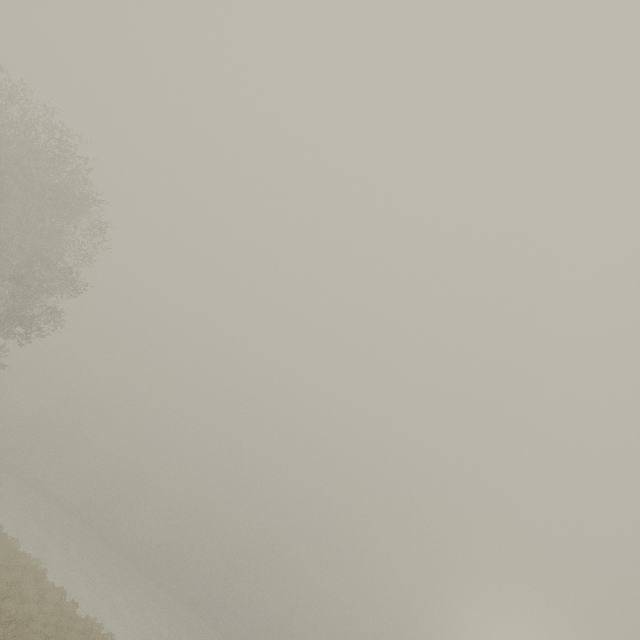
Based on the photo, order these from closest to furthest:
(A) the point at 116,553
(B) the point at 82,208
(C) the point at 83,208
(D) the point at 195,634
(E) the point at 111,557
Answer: (C) the point at 83,208
(B) the point at 82,208
(D) the point at 195,634
(E) the point at 111,557
(A) the point at 116,553
